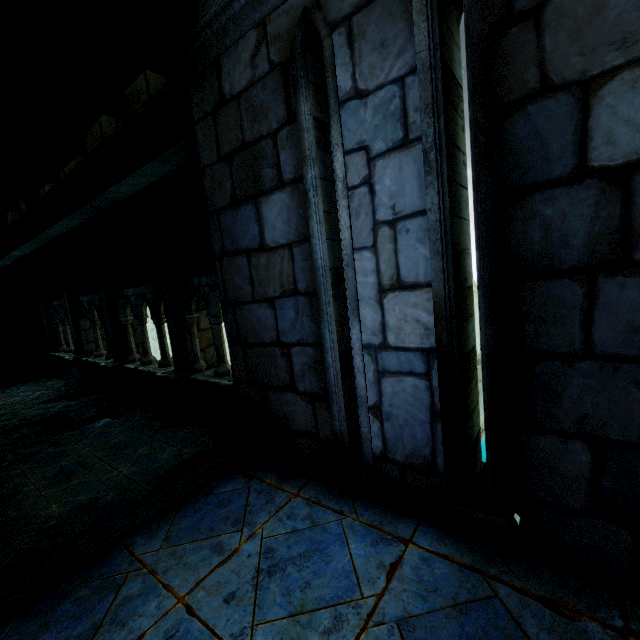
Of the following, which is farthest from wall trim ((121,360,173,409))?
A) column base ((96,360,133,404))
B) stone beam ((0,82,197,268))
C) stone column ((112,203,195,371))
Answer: stone beam ((0,82,197,268))

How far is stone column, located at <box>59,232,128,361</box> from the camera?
8.3 meters

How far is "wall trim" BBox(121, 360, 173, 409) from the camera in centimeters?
784cm

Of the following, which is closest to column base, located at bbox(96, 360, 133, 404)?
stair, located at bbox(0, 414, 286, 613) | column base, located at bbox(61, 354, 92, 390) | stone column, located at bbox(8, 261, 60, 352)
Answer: column base, located at bbox(61, 354, 92, 390)

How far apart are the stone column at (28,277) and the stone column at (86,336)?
2.40m

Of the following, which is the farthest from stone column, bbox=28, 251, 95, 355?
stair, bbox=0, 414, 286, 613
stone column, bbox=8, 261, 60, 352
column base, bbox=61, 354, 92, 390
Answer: stair, bbox=0, 414, 286, 613

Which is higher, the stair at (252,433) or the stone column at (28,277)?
the stone column at (28,277)

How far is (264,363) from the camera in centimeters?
324cm
